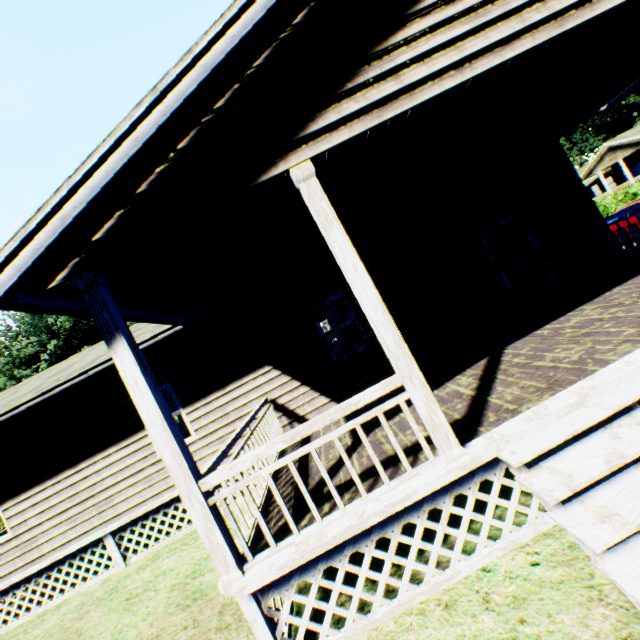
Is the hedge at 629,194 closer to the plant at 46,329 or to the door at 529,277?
the door at 529,277

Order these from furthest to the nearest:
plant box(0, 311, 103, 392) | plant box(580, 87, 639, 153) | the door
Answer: plant box(580, 87, 639, 153) < plant box(0, 311, 103, 392) < the door

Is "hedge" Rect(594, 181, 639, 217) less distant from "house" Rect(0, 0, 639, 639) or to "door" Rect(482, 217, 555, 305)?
"house" Rect(0, 0, 639, 639)

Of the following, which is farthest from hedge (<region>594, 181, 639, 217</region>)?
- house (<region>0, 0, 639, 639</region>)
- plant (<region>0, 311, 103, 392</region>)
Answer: plant (<region>0, 311, 103, 392</region>)

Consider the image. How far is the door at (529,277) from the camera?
8.5m

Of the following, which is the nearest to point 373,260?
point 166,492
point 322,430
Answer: point 322,430

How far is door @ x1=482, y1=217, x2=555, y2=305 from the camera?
8.5 meters

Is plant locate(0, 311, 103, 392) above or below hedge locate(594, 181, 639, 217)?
above
